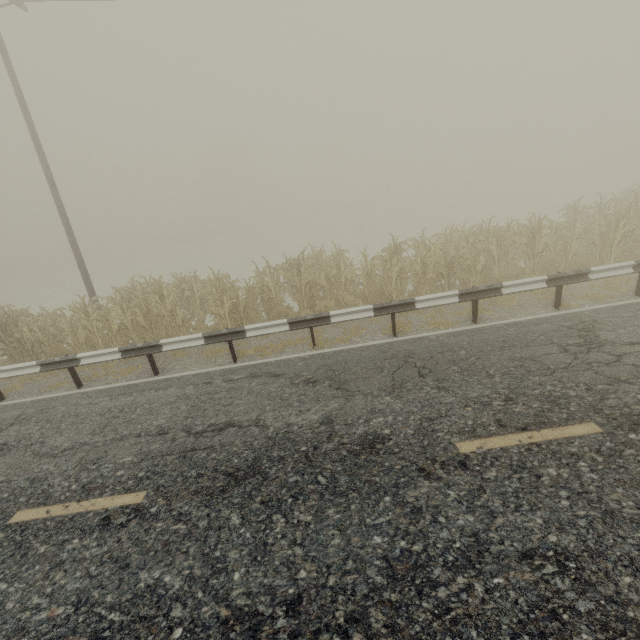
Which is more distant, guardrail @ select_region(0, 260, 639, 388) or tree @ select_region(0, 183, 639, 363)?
tree @ select_region(0, 183, 639, 363)

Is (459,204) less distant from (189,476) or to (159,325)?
(159,325)

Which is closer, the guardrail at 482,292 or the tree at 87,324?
the guardrail at 482,292
